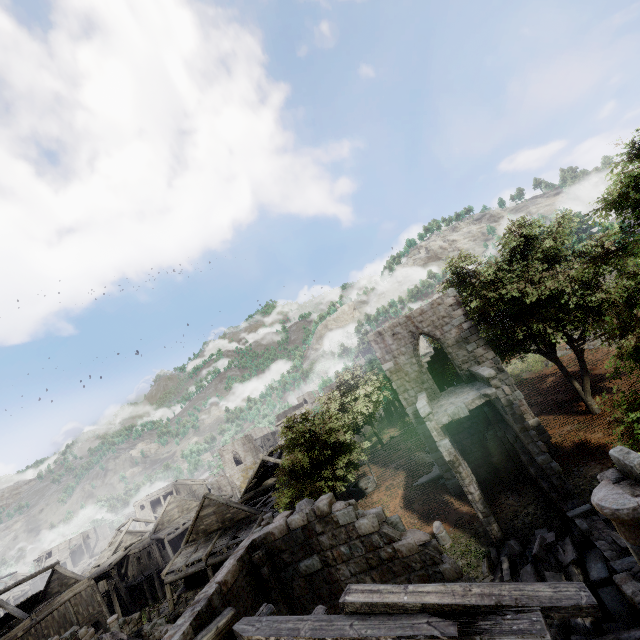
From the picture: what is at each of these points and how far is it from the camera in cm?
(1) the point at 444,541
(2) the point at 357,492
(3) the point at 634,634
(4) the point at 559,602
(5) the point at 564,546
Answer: (1) building, 1495
(2) well, 2323
(3) building, 772
(4) wooden plank rubble, 512
(5) rubble, 1081

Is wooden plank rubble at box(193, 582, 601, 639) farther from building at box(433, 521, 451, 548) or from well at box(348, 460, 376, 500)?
well at box(348, 460, 376, 500)

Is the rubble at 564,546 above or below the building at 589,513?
below

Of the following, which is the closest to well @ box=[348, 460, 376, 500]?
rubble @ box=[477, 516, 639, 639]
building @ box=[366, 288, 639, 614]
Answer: building @ box=[366, 288, 639, 614]

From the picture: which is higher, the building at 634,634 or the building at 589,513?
the building at 589,513

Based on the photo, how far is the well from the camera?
23.12m

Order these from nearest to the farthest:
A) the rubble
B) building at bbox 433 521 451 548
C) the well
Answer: the rubble → building at bbox 433 521 451 548 → the well

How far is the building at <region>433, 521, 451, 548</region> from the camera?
14.9m
